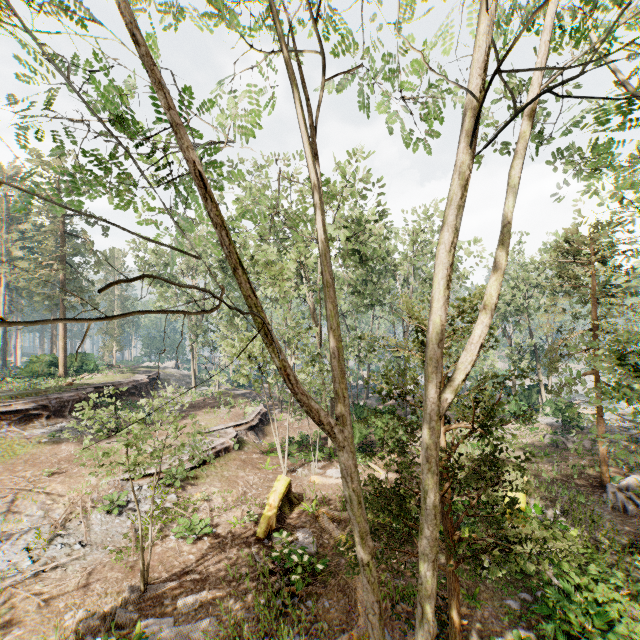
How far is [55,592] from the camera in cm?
952

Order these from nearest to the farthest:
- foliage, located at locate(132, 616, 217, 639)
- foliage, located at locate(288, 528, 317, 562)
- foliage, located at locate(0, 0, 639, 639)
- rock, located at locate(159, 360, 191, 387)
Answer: foliage, located at locate(0, 0, 639, 639) → foliage, located at locate(132, 616, 217, 639) → foliage, located at locate(288, 528, 317, 562) → rock, located at locate(159, 360, 191, 387)

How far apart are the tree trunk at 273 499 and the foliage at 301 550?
0.74m

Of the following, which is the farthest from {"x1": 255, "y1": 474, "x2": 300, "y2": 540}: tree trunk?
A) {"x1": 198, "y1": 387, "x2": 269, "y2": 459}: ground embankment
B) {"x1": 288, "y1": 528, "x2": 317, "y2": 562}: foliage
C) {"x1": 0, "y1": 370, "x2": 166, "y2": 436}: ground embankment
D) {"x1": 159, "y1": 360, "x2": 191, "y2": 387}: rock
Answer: {"x1": 159, "y1": 360, "x2": 191, "y2": 387}: rock

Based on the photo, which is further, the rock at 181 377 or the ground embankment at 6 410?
the rock at 181 377

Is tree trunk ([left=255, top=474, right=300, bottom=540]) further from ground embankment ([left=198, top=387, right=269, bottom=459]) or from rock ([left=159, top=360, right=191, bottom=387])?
rock ([left=159, top=360, right=191, bottom=387])

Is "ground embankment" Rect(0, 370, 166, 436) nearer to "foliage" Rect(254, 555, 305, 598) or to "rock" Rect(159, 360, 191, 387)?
"rock" Rect(159, 360, 191, 387)

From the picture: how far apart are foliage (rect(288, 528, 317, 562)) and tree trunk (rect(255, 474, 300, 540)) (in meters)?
0.74
